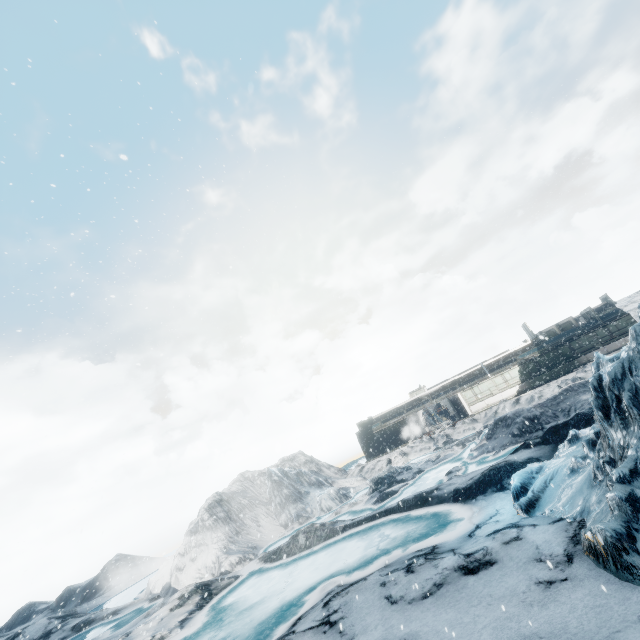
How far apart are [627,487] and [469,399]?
33.2 meters
